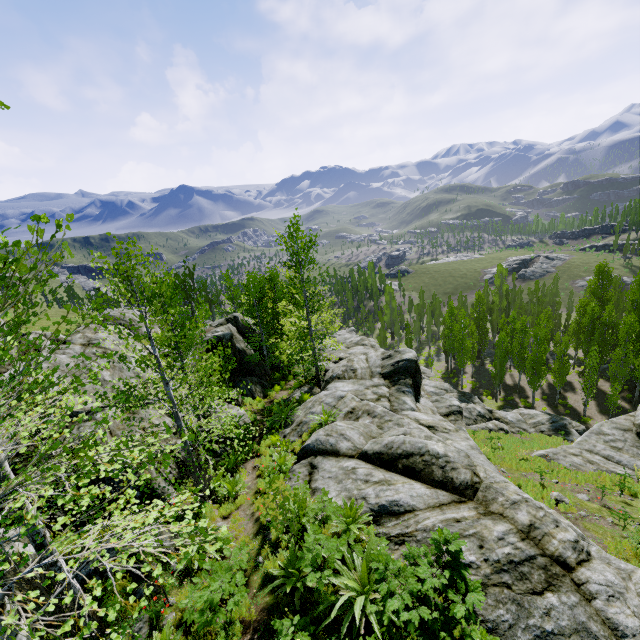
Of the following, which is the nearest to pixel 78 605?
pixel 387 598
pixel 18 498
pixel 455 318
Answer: pixel 18 498

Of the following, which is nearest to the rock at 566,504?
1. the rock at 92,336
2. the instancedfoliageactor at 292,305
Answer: the rock at 92,336

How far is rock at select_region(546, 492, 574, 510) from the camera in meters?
12.4 m

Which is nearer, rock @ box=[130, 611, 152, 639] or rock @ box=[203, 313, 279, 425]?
rock @ box=[130, 611, 152, 639]

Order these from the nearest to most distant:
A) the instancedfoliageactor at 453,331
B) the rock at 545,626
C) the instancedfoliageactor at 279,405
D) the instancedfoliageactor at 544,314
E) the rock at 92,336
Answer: the rock at 545,626
the rock at 92,336
the instancedfoliageactor at 279,405
the instancedfoliageactor at 544,314
the instancedfoliageactor at 453,331

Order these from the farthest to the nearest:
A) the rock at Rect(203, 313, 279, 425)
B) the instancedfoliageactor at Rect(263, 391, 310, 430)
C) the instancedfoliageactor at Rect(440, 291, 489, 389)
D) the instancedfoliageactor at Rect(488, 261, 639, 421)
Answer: the instancedfoliageactor at Rect(440, 291, 489, 389), the instancedfoliageactor at Rect(488, 261, 639, 421), the rock at Rect(203, 313, 279, 425), the instancedfoliageactor at Rect(263, 391, 310, 430)

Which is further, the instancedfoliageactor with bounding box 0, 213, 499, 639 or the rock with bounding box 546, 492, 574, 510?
the rock with bounding box 546, 492, 574, 510

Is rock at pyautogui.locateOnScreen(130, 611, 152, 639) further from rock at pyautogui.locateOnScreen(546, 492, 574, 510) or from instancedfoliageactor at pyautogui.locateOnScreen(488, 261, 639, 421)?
rock at pyautogui.locateOnScreen(546, 492, 574, 510)
